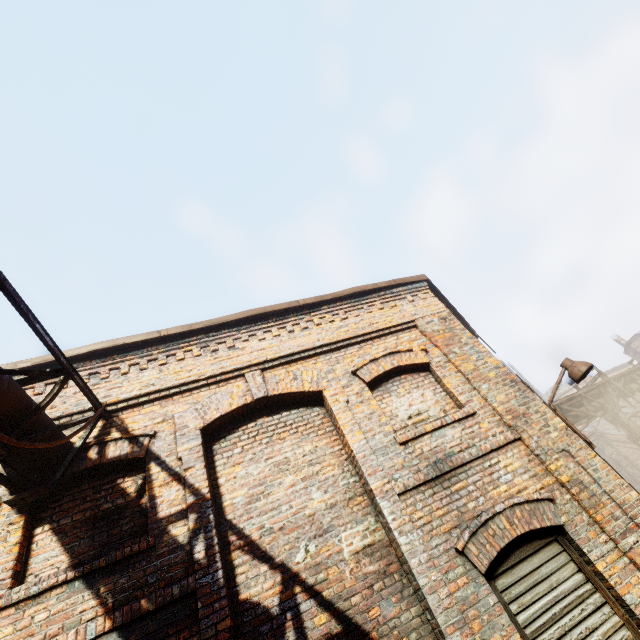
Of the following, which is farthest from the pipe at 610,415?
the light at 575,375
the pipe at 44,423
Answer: the pipe at 44,423

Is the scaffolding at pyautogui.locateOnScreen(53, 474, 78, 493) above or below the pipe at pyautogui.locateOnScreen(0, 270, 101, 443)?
below

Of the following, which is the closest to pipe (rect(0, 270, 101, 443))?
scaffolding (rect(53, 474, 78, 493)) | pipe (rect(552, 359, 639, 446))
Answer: scaffolding (rect(53, 474, 78, 493))

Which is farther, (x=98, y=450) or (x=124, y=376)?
(x=124, y=376)

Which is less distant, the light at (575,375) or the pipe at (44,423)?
the pipe at (44,423)

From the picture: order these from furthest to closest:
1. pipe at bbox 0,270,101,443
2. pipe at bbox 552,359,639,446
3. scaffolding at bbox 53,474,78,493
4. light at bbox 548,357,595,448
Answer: pipe at bbox 552,359,639,446 → light at bbox 548,357,595,448 → scaffolding at bbox 53,474,78,493 → pipe at bbox 0,270,101,443

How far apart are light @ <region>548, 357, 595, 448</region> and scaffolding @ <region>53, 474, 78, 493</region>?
7.22m

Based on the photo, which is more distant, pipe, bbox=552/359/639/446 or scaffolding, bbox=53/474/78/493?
pipe, bbox=552/359/639/446
